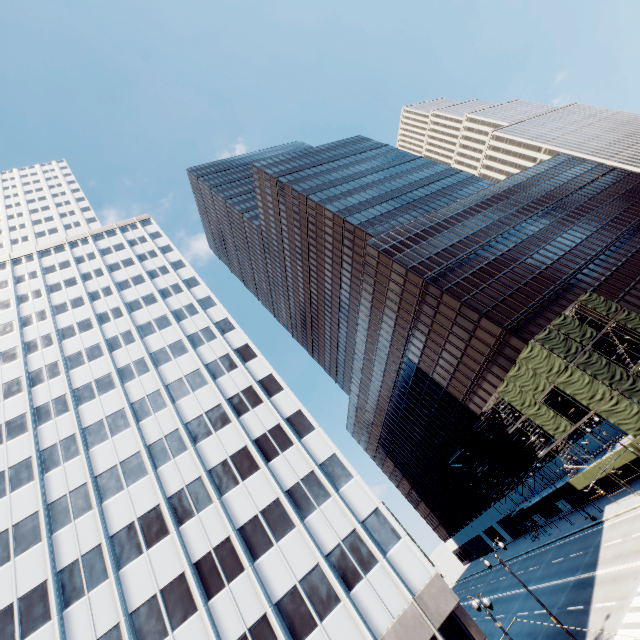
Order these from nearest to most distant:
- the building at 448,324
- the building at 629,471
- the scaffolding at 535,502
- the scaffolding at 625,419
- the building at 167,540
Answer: the building at 167,540
the scaffolding at 625,419
the building at 629,471
the scaffolding at 535,502
the building at 448,324

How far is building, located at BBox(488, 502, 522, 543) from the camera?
57.1m

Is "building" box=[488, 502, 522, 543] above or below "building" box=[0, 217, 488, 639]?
below

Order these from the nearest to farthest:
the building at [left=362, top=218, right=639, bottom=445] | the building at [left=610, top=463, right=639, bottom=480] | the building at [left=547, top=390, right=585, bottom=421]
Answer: the building at [left=610, top=463, right=639, bottom=480]
the building at [left=547, top=390, right=585, bottom=421]
the building at [left=362, top=218, right=639, bottom=445]

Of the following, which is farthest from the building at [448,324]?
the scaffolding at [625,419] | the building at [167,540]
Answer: the building at [167,540]

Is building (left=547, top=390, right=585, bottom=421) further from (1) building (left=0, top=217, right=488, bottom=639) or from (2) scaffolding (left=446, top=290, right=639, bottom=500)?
(1) building (left=0, top=217, right=488, bottom=639)

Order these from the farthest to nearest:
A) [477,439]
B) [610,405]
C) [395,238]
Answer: [395,238]
[477,439]
[610,405]
